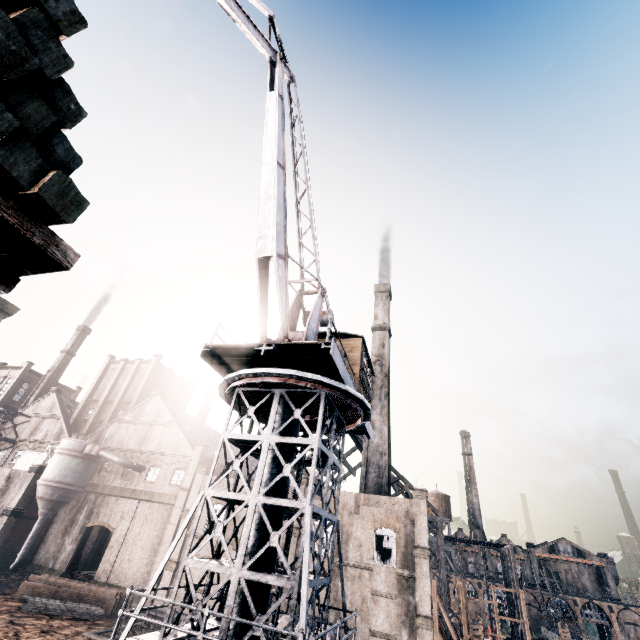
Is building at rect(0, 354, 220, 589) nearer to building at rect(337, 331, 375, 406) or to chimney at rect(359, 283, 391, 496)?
chimney at rect(359, 283, 391, 496)

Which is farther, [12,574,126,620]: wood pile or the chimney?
the chimney

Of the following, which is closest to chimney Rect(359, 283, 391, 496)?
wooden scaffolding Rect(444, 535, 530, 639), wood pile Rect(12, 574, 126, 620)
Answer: wooden scaffolding Rect(444, 535, 530, 639)

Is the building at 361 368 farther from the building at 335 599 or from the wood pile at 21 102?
the building at 335 599

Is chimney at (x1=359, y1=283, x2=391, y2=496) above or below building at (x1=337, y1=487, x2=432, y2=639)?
above

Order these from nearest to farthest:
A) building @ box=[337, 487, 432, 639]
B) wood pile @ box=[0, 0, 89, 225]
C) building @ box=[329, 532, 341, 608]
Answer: wood pile @ box=[0, 0, 89, 225] < building @ box=[337, 487, 432, 639] < building @ box=[329, 532, 341, 608]

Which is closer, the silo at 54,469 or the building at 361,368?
the building at 361,368

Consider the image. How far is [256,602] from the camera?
10.00m
